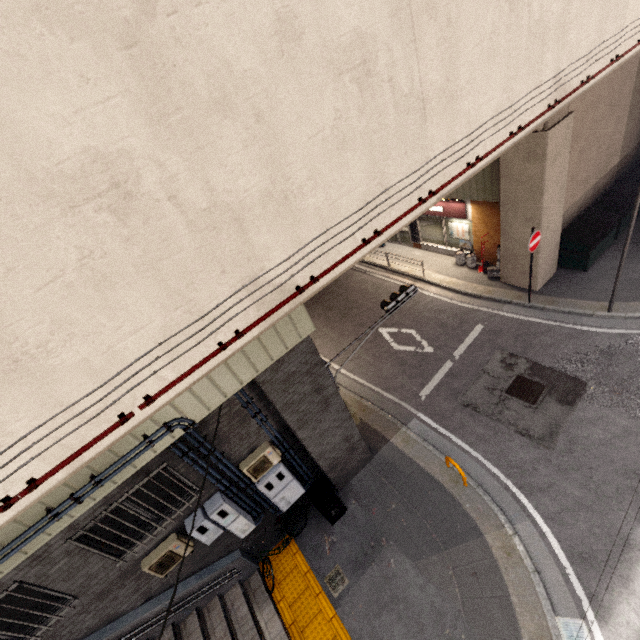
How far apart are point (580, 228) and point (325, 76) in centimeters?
1269cm

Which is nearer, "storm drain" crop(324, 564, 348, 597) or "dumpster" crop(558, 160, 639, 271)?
"storm drain" crop(324, 564, 348, 597)

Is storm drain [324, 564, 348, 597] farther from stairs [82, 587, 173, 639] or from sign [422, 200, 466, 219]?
sign [422, 200, 466, 219]

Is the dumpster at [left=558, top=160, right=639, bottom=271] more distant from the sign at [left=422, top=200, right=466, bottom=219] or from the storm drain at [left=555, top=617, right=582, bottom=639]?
→ the storm drain at [left=555, top=617, right=582, bottom=639]

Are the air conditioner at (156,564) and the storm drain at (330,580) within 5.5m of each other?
yes

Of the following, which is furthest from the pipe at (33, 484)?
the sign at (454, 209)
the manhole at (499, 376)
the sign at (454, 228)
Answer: the sign at (454, 228)

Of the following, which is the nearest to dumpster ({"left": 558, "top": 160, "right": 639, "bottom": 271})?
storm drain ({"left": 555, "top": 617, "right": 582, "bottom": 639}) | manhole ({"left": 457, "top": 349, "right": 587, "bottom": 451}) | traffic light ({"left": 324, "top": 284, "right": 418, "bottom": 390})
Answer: manhole ({"left": 457, "top": 349, "right": 587, "bottom": 451})

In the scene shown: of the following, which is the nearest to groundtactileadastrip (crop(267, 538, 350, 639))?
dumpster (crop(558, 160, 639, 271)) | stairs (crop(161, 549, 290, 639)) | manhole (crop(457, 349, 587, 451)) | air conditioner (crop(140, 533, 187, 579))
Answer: stairs (crop(161, 549, 290, 639))
